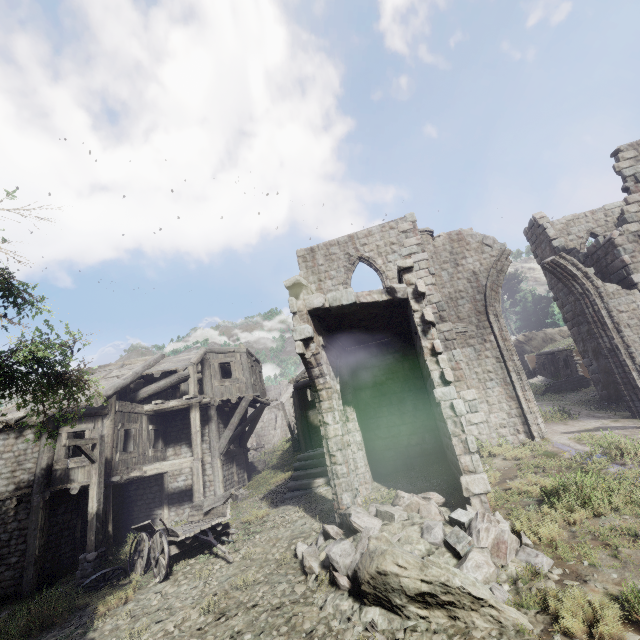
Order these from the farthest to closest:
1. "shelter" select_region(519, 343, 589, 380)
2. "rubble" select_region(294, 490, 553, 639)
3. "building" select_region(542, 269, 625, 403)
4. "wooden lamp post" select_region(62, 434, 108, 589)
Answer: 1. "shelter" select_region(519, 343, 589, 380)
2. "building" select_region(542, 269, 625, 403)
3. "wooden lamp post" select_region(62, 434, 108, 589)
4. "rubble" select_region(294, 490, 553, 639)

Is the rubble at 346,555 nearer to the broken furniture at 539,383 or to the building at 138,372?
the building at 138,372

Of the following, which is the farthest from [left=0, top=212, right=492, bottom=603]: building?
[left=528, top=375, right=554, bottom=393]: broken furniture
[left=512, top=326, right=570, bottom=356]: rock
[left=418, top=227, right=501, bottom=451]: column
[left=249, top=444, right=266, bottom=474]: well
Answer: [left=528, top=375, right=554, bottom=393]: broken furniture

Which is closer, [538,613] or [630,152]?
[538,613]

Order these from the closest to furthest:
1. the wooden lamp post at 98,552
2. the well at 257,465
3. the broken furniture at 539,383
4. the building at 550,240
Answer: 1. the wooden lamp post at 98,552
2. the building at 550,240
3. the broken furniture at 539,383
4. the well at 257,465

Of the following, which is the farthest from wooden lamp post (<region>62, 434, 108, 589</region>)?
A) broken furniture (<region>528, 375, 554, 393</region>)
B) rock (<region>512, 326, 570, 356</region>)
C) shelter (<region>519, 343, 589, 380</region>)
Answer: rock (<region>512, 326, 570, 356</region>)

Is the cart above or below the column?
below

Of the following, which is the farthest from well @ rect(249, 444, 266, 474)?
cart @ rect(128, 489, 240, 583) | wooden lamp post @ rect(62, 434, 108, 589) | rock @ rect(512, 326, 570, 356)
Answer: rock @ rect(512, 326, 570, 356)
